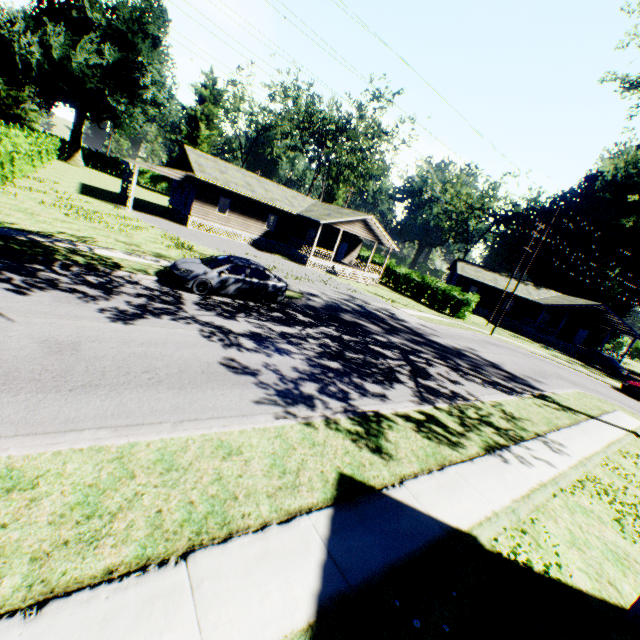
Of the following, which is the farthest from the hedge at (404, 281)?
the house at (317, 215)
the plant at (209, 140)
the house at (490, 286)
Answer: the plant at (209, 140)

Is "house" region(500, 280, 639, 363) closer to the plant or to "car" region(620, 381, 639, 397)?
"car" region(620, 381, 639, 397)

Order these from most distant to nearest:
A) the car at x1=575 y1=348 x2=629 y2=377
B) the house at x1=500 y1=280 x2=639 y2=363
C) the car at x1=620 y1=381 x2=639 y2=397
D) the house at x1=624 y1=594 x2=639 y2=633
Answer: the house at x1=500 y1=280 x2=639 y2=363, the car at x1=575 y1=348 x2=629 y2=377, the car at x1=620 y1=381 x2=639 y2=397, the house at x1=624 y1=594 x2=639 y2=633

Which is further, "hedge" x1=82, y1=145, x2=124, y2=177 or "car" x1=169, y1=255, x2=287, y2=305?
"hedge" x1=82, y1=145, x2=124, y2=177

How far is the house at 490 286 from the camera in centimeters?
Result: 4463cm

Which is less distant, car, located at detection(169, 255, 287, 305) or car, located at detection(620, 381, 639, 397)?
car, located at detection(169, 255, 287, 305)

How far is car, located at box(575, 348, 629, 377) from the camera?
32.7 meters

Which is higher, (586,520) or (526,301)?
(526,301)
